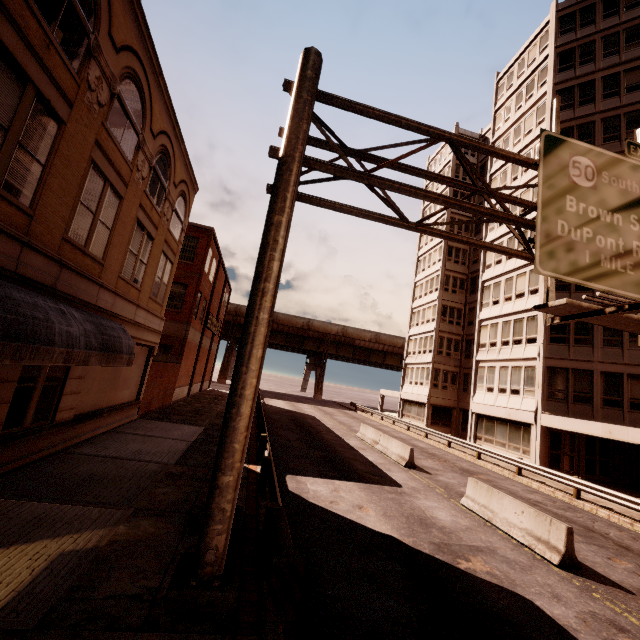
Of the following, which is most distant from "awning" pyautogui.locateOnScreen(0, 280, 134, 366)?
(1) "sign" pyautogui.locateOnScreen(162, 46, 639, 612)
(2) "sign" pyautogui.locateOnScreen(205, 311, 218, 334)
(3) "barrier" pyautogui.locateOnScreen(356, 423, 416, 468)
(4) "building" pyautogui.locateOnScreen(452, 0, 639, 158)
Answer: (4) "building" pyautogui.locateOnScreen(452, 0, 639, 158)

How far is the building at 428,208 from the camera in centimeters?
4256cm

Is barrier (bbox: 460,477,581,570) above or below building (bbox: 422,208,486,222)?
below

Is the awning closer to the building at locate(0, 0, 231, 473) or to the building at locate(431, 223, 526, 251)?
the building at locate(0, 0, 231, 473)

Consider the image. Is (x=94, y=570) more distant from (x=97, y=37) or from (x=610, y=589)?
(x=97, y=37)

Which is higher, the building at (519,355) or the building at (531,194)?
the building at (531,194)

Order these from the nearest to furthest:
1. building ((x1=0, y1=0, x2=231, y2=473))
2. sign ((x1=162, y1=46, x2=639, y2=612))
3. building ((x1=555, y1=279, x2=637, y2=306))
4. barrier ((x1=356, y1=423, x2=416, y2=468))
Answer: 1. sign ((x1=162, y1=46, x2=639, y2=612))
2. building ((x1=0, y1=0, x2=231, y2=473))
3. barrier ((x1=356, y1=423, x2=416, y2=468))
4. building ((x1=555, y1=279, x2=637, y2=306))

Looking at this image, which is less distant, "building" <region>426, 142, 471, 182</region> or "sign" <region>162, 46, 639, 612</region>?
"sign" <region>162, 46, 639, 612</region>
